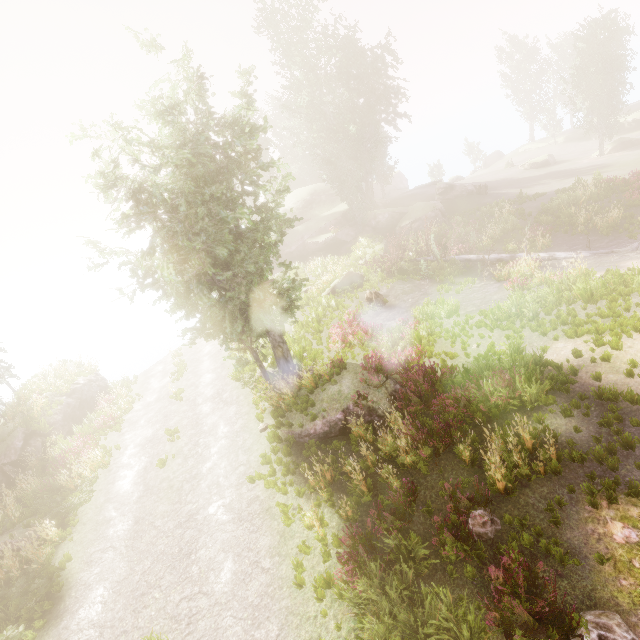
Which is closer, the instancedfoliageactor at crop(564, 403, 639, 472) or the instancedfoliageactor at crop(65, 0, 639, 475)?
the instancedfoliageactor at crop(564, 403, 639, 472)

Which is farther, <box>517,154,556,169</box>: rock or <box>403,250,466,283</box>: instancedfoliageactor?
<box>517,154,556,169</box>: rock

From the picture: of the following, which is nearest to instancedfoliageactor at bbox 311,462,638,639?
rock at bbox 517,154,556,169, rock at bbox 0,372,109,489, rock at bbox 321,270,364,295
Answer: rock at bbox 0,372,109,489

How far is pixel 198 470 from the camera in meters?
12.9 m

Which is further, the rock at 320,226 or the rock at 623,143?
the rock at 623,143

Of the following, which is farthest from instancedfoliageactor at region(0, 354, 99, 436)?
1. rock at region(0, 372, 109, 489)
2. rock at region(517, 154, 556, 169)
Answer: rock at region(517, 154, 556, 169)

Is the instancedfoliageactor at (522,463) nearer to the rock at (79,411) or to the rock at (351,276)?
the rock at (79,411)
